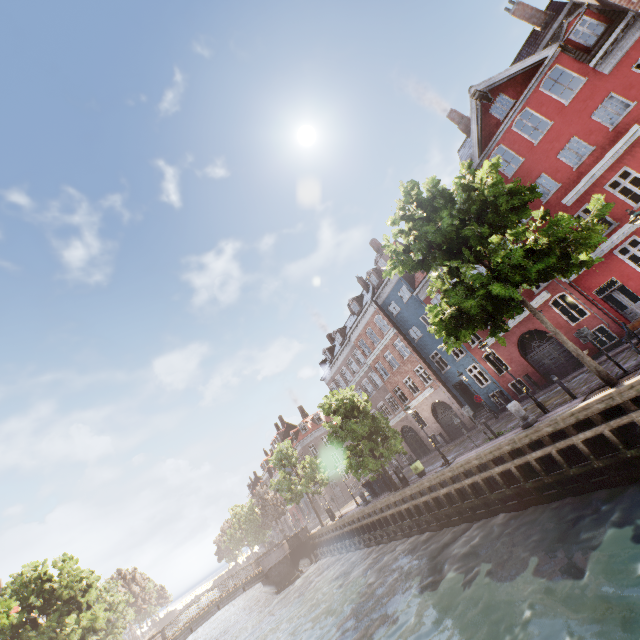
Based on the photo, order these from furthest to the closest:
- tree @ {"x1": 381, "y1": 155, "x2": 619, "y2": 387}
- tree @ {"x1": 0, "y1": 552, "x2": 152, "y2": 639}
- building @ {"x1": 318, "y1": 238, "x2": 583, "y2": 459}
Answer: tree @ {"x1": 0, "y1": 552, "x2": 152, "y2": 639} < building @ {"x1": 318, "y1": 238, "x2": 583, "y2": 459} < tree @ {"x1": 381, "y1": 155, "x2": 619, "y2": 387}

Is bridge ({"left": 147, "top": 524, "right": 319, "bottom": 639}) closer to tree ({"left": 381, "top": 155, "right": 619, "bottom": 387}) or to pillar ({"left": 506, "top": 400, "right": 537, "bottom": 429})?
tree ({"left": 381, "top": 155, "right": 619, "bottom": 387})

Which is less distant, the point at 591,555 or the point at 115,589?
the point at 591,555

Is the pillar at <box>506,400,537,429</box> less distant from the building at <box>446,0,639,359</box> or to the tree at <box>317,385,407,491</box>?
the tree at <box>317,385,407,491</box>

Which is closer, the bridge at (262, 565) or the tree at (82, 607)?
the tree at (82, 607)

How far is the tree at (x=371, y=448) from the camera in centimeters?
2128cm

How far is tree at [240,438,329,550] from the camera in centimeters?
3366cm
